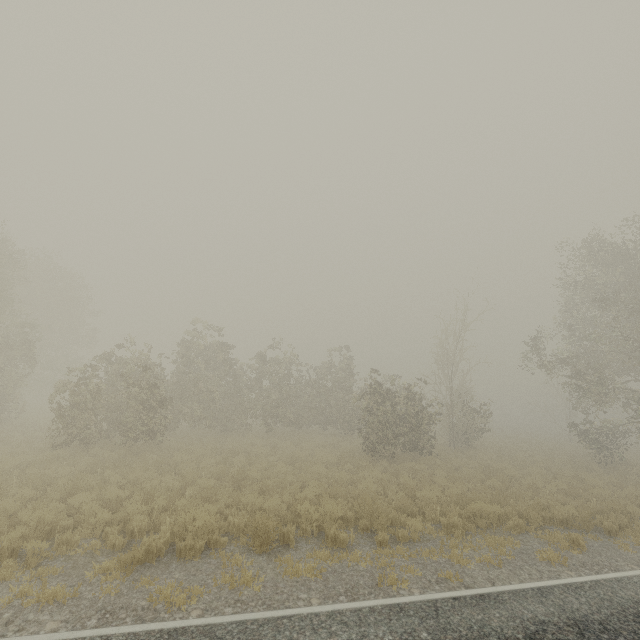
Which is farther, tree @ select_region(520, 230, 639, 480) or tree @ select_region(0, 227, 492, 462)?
tree @ select_region(520, 230, 639, 480)

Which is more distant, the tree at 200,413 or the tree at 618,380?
the tree at 618,380

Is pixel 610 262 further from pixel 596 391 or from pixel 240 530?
pixel 240 530
